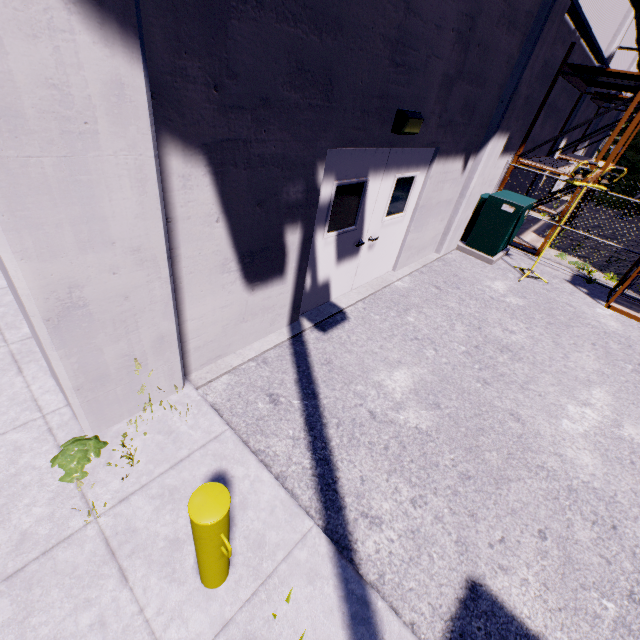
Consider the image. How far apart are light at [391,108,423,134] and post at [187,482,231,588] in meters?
4.5 m

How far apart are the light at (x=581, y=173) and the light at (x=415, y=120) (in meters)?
4.37

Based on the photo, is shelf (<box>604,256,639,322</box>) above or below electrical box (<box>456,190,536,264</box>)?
below

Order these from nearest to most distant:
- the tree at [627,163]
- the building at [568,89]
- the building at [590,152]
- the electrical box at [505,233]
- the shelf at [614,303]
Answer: the shelf at [614,303], the electrical box at [505,233], the building at [568,89], the tree at [627,163], the building at [590,152]

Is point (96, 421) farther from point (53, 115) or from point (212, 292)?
point (53, 115)

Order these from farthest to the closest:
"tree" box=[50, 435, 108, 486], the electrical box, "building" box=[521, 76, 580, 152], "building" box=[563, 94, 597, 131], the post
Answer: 1. "building" box=[563, 94, 597, 131]
2. "building" box=[521, 76, 580, 152]
3. the electrical box
4. "tree" box=[50, 435, 108, 486]
5. the post

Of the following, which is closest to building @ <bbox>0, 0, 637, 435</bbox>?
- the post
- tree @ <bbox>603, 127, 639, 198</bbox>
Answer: tree @ <bbox>603, 127, 639, 198</bbox>

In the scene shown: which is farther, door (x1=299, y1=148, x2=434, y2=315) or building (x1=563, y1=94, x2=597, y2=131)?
building (x1=563, y1=94, x2=597, y2=131)
